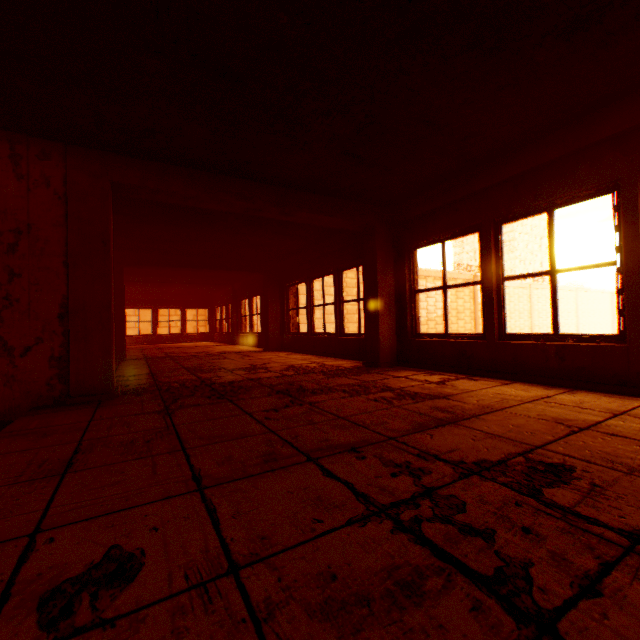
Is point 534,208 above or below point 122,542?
above

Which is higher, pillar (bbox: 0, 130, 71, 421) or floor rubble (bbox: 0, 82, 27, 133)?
floor rubble (bbox: 0, 82, 27, 133)

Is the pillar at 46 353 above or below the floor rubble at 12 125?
below
